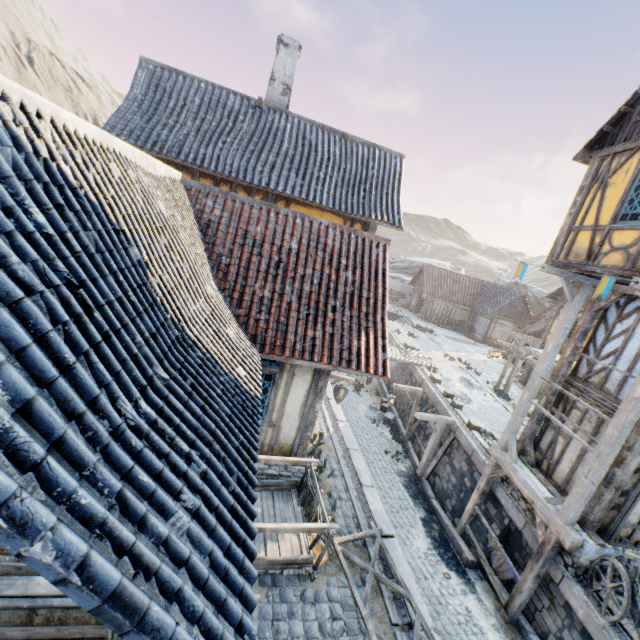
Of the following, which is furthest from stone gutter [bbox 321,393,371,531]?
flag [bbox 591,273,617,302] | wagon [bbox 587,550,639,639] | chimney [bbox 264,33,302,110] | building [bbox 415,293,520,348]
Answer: building [bbox 415,293,520,348]

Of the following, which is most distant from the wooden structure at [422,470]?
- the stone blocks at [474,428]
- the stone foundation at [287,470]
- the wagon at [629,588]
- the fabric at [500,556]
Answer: the wagon at [629,588]

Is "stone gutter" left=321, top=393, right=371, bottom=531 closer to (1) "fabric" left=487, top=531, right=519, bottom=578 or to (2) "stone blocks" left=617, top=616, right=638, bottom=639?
(2) "stone blocks" left=617, top=616, right=638, bottom=639

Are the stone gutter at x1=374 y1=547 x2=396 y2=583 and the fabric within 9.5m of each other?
yes

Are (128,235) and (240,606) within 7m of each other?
yes

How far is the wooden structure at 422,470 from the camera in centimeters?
1362cm

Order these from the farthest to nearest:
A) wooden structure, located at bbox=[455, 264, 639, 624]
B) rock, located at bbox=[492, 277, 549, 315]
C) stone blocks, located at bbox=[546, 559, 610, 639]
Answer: rock, located at bbox=[492, 277, 549, 315] < wooden structure, located at bbox=[455, 264, 639, 624] < stone blocks, located at bbox=[546, 559, 610, 639]

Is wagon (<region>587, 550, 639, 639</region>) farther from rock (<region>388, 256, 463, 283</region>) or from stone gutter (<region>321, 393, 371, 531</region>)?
rock (<region>388, 256, 463, 283</region>)
